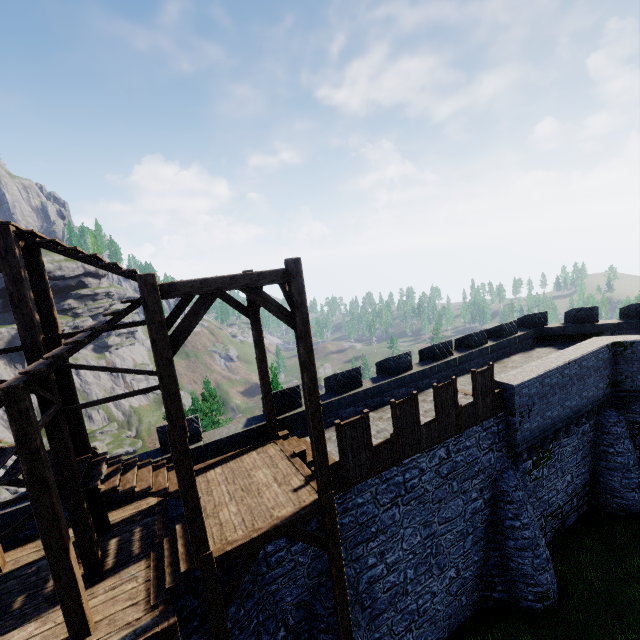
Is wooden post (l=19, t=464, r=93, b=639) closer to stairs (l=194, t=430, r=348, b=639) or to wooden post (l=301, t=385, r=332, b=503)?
stairs (l=194, t=430, r=348, b=639)

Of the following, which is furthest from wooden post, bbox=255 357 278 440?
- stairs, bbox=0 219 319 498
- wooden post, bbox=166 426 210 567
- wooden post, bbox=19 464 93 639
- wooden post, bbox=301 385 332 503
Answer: wooden post, bbox=19 464 93 639

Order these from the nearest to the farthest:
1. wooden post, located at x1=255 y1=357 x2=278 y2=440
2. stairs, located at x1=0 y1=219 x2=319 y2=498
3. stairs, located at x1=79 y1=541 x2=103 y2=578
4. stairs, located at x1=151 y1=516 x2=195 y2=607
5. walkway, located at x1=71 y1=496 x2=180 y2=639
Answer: stairs, located at x1=0 y1=219 x2=319 y2=498, walkway, located at x1=71 y1=496 x2=180 y2=639, stairs, located at x1=151 y1=516 x2=195 y2=607, stairs, located at x1=79 y1=541 x2=103 y2=578, wooden post, located at x1=255 y1=357 x2=278 y2=440

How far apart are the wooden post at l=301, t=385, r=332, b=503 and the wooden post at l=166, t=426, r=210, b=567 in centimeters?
259cm

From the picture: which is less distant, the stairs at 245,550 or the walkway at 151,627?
the walkway at 151,627

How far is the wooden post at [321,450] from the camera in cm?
760

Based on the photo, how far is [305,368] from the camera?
7.43m

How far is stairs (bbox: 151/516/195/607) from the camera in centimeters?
680cm
